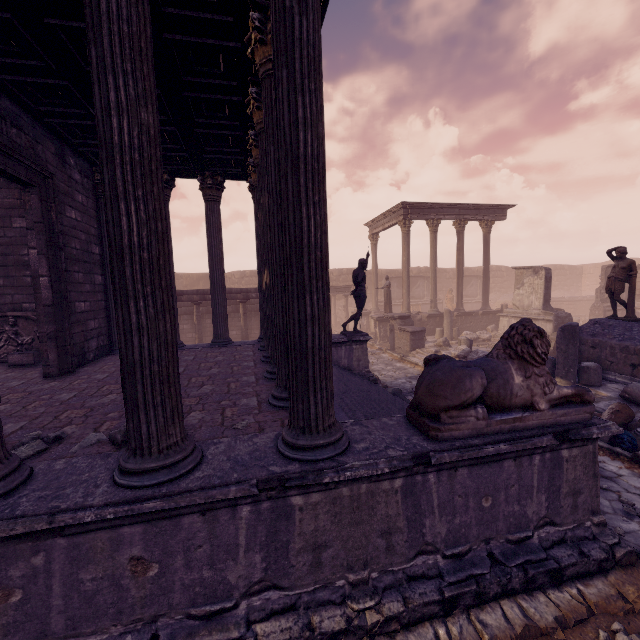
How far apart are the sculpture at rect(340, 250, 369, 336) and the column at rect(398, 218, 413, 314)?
8.3m

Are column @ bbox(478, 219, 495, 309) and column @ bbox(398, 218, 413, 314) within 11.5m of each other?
yes

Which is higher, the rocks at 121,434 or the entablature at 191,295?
the entablature at 191,295

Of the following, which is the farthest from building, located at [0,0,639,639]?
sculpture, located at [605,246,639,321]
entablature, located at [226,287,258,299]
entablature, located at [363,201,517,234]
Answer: entablature, located at [363,201,517,234]

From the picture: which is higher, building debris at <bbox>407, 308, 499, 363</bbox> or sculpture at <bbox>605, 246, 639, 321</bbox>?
sculpture at <bbox>605, 246, 639, 321</bbox>

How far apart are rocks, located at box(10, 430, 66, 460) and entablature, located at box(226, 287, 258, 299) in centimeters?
1143cm

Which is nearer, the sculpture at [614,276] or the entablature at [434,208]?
the sculpture at [614,276]

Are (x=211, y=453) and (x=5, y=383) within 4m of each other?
no
